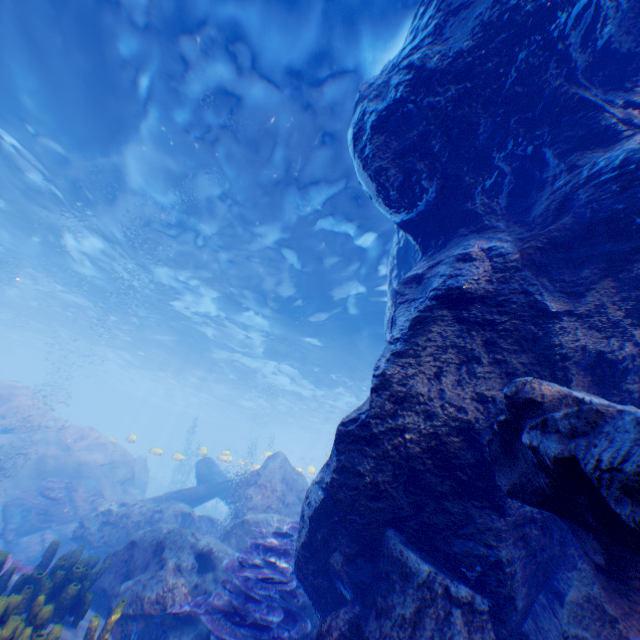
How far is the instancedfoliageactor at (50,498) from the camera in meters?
11.1

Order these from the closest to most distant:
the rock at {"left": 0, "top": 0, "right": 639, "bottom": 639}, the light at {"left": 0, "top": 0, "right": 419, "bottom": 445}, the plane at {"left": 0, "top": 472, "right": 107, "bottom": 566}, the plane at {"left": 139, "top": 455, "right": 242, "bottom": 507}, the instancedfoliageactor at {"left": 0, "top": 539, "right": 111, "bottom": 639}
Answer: the rock at {"left": 0, "top": 0, "right": 639, "bottom": 639}, the instancedfoliageactor at {"left": 0, "top": 539, "right": 111, "bottom": 639}, the light at {"left": 0, "top": 0, "right": 419, "bottom": 445}, the plane at {"left": 0, "top": 472, "right": 107, "bottom": 566}, the plane at {"left": 139, "top": 455, "right": 242, "bottom": 507}

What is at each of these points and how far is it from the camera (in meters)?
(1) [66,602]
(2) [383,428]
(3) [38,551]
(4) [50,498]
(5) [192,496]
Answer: (1) instancedfoliageactor, 4.59
(2) rock, 3.74
(3) plane, 10.28
(4) instancedfoliageactor, 11.55
(5) plane, 13.95

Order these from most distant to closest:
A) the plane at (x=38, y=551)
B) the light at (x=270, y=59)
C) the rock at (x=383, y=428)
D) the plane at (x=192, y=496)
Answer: the plane at (x=192, y=496), the plane at (x=38, y=551), the light at (x=270, y=59), the rock at (x=383, y=428)

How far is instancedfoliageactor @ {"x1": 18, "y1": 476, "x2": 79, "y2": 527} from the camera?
11.14m

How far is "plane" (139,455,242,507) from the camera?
13.38m

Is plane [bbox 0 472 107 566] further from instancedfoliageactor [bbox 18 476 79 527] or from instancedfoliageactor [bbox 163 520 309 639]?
instancedfoliageactor [bbox 163 520 309 639]

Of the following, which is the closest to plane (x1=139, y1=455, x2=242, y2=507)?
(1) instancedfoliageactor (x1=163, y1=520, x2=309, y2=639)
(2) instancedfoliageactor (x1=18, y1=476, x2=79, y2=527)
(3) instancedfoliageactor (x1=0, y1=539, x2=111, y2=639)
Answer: (2) instancedfoliageactor (x1=18, y1=476, x2=79, y2=527)
